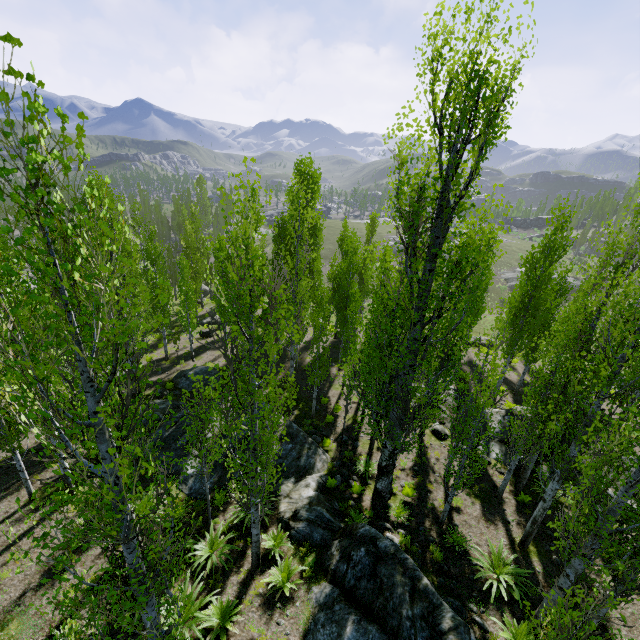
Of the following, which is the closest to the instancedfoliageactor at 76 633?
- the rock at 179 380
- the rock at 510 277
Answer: the rock at 179 380

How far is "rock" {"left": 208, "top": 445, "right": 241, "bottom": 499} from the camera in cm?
1266

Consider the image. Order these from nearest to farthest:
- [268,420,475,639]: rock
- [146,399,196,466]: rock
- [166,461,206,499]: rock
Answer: [268,420,475,639]: rock < [166,461,206,499]: rock < [146,399,196,466]: rock

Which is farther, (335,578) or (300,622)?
(335,578)

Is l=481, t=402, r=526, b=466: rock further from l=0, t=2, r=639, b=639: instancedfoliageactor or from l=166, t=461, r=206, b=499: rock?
l=166, t=461, r=206, b=499: rock

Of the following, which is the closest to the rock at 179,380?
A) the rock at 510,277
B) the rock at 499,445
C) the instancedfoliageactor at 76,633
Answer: the instancedfoliageactor at 76,633

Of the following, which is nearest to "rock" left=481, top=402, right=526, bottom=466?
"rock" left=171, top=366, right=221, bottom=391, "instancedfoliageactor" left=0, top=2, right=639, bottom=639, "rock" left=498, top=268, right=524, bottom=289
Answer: "instancedfoliageactor" left=0, top=2, right=639, bottom=639

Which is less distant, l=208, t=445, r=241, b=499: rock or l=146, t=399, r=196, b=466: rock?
l=208, t=445, r=241, b=499: rock
